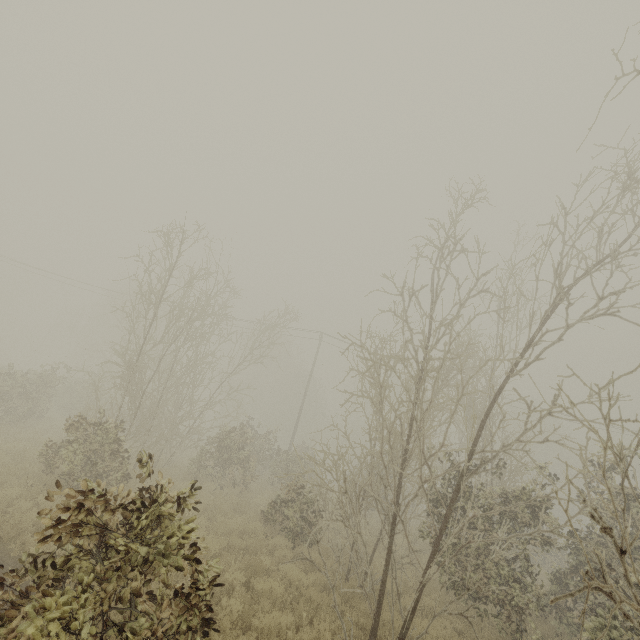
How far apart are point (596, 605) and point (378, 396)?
7.5 meters
